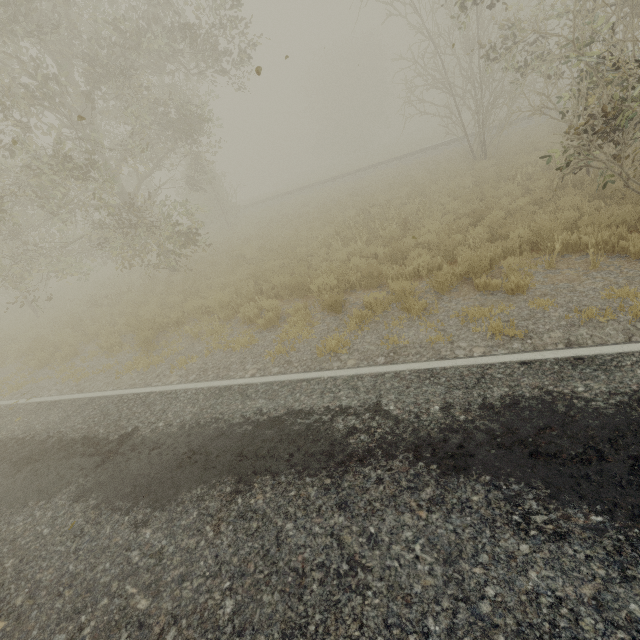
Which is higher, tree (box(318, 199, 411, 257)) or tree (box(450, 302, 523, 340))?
tree (box(318, 199, 411, 257))

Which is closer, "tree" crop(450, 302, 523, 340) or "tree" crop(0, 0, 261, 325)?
"tree" crop(450, 302, 523, 340)

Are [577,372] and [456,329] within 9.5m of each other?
yes

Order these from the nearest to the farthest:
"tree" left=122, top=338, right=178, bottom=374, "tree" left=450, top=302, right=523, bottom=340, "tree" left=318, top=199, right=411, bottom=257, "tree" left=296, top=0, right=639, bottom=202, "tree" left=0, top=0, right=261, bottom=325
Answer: "tree" left=450, top=302, right=523, bottom=340 < "tree" left=296, top=0, right=639, bottom=202 < "tree" left=122, top=338, right=178, bottom=374 < "tree" left=0, top=0, right=261, bottom=325 < "tree" left=318, top=199, right=411, bottom=257

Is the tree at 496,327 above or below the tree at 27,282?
below

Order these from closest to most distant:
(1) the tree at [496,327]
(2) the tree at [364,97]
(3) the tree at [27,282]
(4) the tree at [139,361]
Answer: (1) the tree at [496,327]
(2) the tree at [364,97]
(4) the tree at [139,361]
(3) the tree at [27,282]
